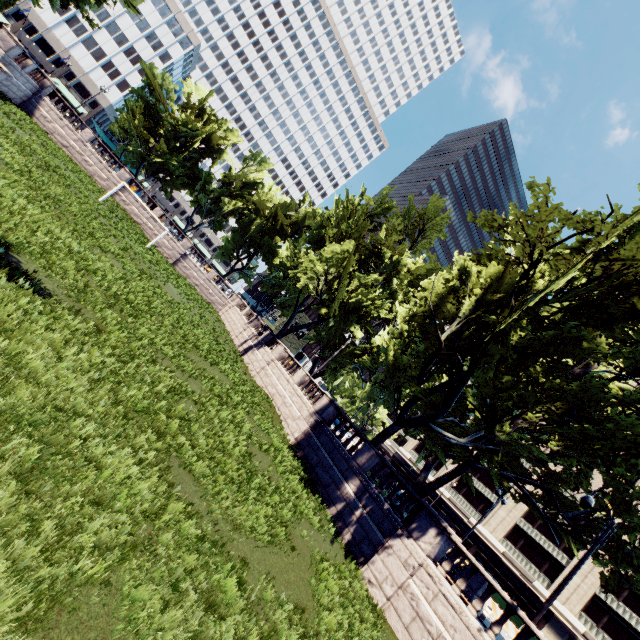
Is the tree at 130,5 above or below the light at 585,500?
above

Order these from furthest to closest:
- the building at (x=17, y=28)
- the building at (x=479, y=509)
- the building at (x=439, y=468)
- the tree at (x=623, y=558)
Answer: the building at (x=17, y=28) → the building at (x=439, y=468) → the building at (x=479, y=509) → the tree at (x=623, y=558)

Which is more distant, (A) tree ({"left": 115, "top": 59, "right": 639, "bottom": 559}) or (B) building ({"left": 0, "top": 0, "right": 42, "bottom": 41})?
(B) building ({"left": 0, "top": 0, "right": 42, "bottom": 41})

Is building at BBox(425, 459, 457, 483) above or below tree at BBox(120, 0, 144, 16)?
below

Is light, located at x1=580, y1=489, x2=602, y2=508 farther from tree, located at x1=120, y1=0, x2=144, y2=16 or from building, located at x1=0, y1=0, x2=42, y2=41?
building, located at x1=0, y1=0, x2=42, y2=41

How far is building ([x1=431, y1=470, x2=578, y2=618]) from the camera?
41.25m

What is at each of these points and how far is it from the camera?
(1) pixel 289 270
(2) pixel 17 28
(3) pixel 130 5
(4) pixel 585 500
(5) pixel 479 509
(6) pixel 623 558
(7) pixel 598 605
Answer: (1) tree, 32.2m
(2) building, 59.4m
(3) tree, 39.2m
(4) light, 12.7m
(5) building, 50.9m
(6) tree, 16.7m
(7) building, 37.8m

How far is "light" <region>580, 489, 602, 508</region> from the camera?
12.63m
